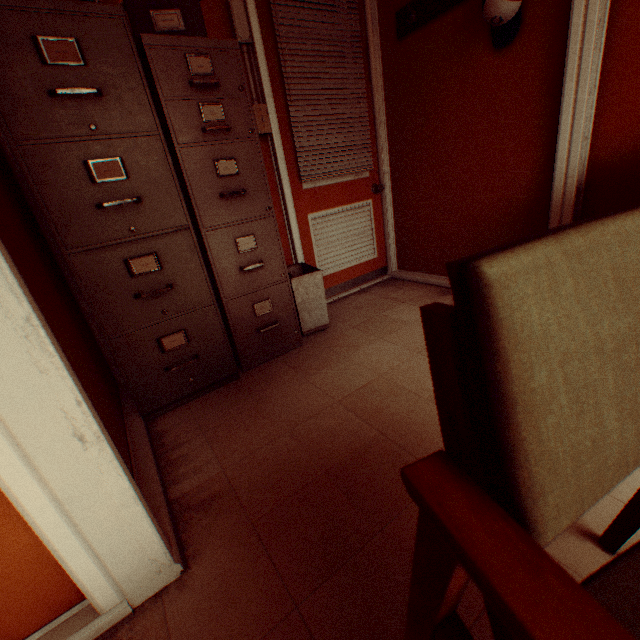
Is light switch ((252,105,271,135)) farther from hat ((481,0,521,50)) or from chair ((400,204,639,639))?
chair ((400,204,639,639))

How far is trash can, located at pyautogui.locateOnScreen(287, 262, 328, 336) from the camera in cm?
241

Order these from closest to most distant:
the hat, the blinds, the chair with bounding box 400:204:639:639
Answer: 1. the chair with bounding box 400:204:639:639
2. the hat
3. the blinds

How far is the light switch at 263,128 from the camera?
2.4 meters

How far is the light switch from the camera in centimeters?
242cm

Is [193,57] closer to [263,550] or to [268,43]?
[268,43]

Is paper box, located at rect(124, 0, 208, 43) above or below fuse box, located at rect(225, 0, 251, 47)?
below

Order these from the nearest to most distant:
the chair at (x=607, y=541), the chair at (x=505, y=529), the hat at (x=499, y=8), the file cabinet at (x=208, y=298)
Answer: the chair at (x=505, y=529) → the chair at (x=607, y=541) → the file cabinet at (x=208, y=298) → the hat at (x=499, y=8)
